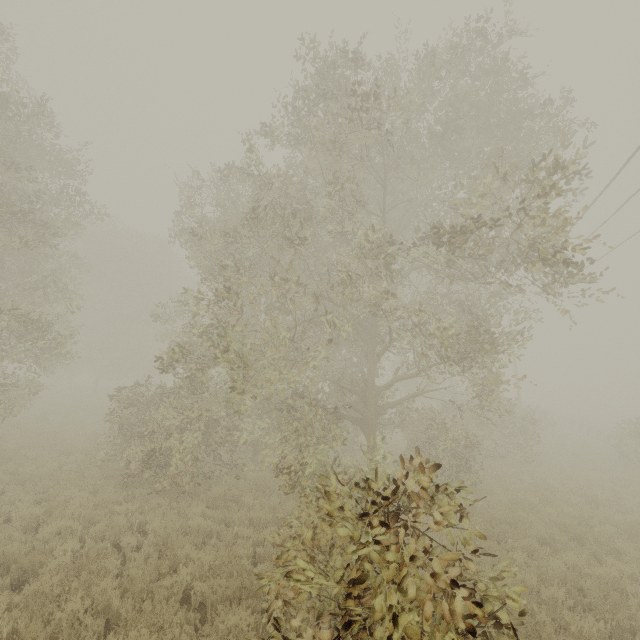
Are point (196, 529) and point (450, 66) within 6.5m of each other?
no
